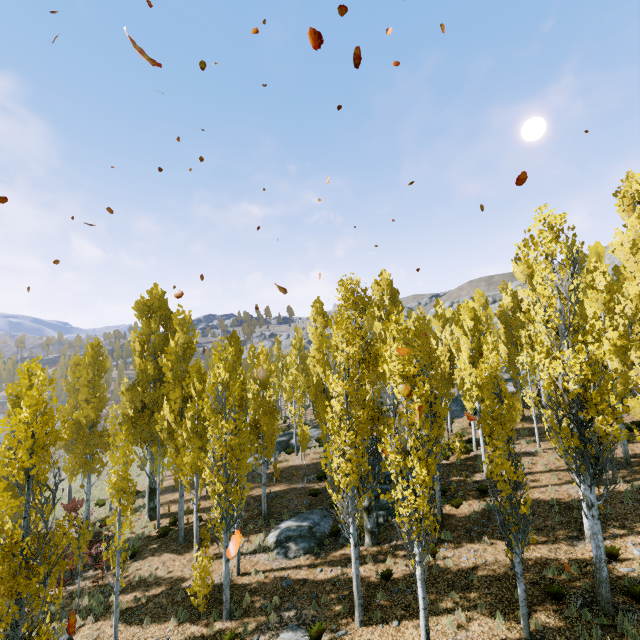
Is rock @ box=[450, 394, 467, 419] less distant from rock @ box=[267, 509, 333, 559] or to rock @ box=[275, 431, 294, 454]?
rock @ box=[267, 509, 333, 559]

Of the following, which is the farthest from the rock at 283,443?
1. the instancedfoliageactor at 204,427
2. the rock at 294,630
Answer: the rock at 294,630

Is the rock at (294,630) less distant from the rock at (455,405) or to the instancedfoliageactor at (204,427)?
the instancedfoliageactor at (204,427)

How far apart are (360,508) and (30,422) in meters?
10.3 m

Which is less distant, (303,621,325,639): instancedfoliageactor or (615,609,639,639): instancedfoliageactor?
(615,609,639,639): instancedfoliageactor

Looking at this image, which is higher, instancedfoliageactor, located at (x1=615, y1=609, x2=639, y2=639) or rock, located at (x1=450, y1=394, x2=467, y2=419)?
rock, located at (x1=450, y1=394, x2=467, y2=419)

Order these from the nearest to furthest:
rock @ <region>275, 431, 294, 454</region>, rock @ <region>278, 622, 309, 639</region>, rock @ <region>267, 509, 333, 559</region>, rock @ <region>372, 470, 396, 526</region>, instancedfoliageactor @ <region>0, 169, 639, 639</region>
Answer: instancedfoliageactor @ <region>0, 169, 639, 639</region> → rock @ <region>278, 622, 309, 639</region> → rock @ <region>267, 509, 333, 559</region> → rock @ <region>372, 470, 396, 526</region> → rock @ <region>275, 431, 294, 454</region>
